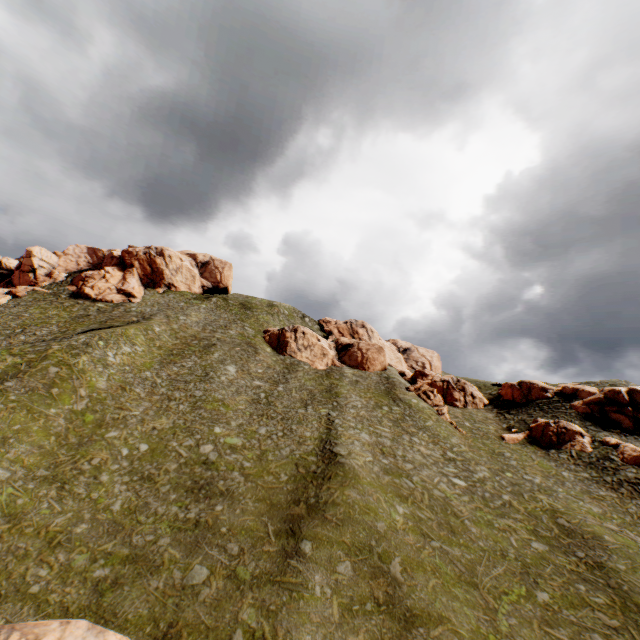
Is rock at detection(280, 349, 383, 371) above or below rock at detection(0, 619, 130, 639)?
above

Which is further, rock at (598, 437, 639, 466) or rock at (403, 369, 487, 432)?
rock at (403, 369, 487, 432)

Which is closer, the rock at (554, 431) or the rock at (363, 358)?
the rock at (554, 431)

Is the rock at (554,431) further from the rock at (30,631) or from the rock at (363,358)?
the rock at (30,631)

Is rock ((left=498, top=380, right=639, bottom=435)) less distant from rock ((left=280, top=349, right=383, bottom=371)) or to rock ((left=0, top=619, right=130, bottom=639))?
rock ((left=280, top=349, right=383, bottom=371))

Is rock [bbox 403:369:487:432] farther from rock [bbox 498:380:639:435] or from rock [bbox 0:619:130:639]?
rock [bbox 0:619:130:639]

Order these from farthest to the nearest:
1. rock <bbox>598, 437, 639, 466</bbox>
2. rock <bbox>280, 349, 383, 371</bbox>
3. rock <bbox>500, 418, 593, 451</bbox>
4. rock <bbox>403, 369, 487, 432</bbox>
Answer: Result: rock <bbox>280, 349, 383, 371</bbox> < rock <bbox>403, 369, 487, 432</bbox> < rock <bbox>500, 418, 593, 451</bbox> < rock <bbox>598, 437, 639, 466</bbox>

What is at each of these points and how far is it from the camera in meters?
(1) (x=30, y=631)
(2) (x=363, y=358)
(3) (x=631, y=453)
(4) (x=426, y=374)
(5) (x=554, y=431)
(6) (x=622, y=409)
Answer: (1) rock, 13.5
(2) rock, 59.0
(3) rock, 34.7
(4) rock, 58.1
(5) rock, 41.1
(6) rock, 42.2
